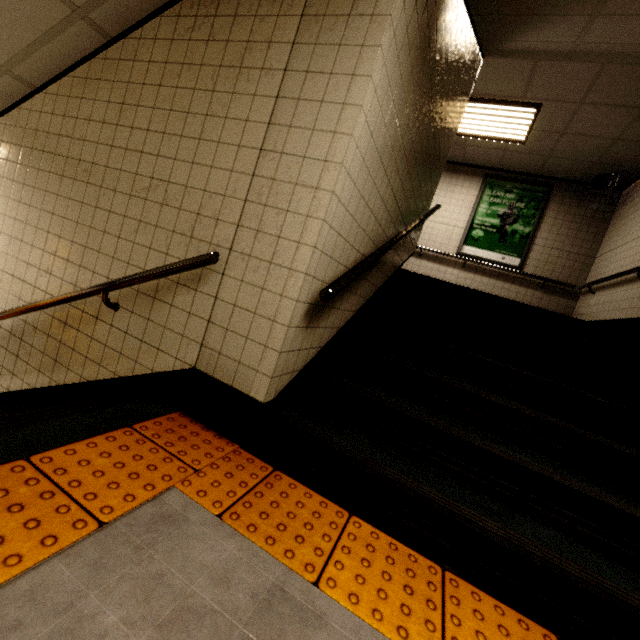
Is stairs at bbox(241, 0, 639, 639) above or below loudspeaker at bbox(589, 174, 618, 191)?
below

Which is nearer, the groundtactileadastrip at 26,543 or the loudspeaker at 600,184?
the groundtactileadastrip at 26,543

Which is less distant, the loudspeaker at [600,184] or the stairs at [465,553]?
the stairs at [465,553]

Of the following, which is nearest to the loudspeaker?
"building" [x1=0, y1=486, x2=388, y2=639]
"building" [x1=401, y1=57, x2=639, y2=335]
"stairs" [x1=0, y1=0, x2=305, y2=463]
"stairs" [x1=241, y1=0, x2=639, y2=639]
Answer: "building" [x1=401, y1=57, x2=639, y2=335]

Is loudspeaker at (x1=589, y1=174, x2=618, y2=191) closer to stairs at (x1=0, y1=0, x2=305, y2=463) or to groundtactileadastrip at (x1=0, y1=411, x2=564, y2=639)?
stairs at (x1=0, y1=0, x2=305, y2=463)

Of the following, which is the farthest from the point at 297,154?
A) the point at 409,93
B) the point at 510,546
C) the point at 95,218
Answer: the point at 510,546

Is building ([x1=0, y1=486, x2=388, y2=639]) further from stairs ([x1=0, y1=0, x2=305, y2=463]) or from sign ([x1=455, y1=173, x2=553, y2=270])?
sign ([x1=455, y1=173, x2=553, y2=270])

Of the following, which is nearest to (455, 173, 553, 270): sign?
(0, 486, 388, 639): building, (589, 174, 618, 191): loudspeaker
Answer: (589, 174, 618, 191): loudspeaker
